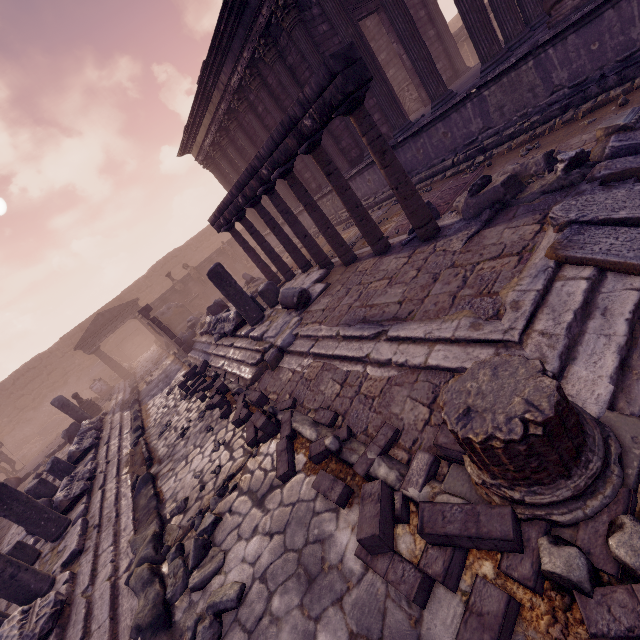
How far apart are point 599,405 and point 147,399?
14.0 meters

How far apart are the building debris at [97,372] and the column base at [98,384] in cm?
583

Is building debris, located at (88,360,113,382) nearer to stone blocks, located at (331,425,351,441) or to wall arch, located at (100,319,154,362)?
wall arch, located at (100,319,154,362)

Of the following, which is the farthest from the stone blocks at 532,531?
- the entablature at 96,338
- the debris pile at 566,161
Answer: the entablature at 96,338

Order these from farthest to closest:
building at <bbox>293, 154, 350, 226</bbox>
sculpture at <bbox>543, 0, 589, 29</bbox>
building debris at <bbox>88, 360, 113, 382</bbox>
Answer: building debris at <bbox>88, 360, 113, 382</bbox>
building at <bbox>293, 154, 350, 226</bbox>
sculpture at <bbox>543, 0, 589, 29</bbox>

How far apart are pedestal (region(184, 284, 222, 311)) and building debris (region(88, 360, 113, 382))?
8.4m

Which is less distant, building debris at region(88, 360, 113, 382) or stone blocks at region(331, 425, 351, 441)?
stone blocks at region(331, 425, 351, 441)

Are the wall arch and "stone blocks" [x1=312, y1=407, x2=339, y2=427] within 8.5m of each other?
no
